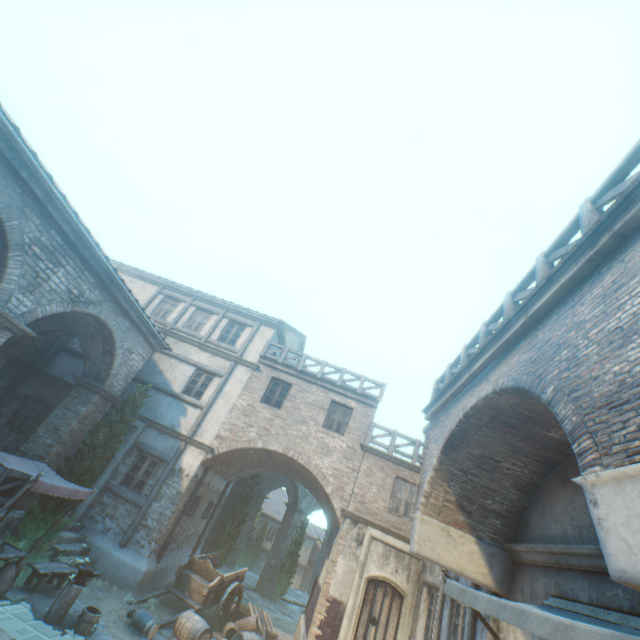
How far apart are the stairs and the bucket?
2.4 meters

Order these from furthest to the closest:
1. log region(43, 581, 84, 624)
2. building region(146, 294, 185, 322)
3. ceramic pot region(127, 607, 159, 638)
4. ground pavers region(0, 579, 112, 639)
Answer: building region(146, 294, 185, 322), ceramic pot region(127, 607, 159, 638), log region(43, 581, 84, 624), ground pavers region(0, 579, 112, 639)

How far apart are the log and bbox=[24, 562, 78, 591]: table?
0.89m

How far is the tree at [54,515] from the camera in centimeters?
916cm

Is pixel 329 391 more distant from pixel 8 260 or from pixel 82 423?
pixel 8 260

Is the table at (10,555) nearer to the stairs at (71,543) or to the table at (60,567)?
the table at (60,567)

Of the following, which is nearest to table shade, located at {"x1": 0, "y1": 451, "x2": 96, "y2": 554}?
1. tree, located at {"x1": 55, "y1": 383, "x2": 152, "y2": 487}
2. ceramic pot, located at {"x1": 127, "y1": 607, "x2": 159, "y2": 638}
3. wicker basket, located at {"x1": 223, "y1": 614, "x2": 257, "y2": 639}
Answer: tree, located at {"x1": 55, "y1": 383, "x2": 152, "y2": 487}

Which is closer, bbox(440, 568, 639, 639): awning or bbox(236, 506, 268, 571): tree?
bbox(440, 568, 639, 639): awning
